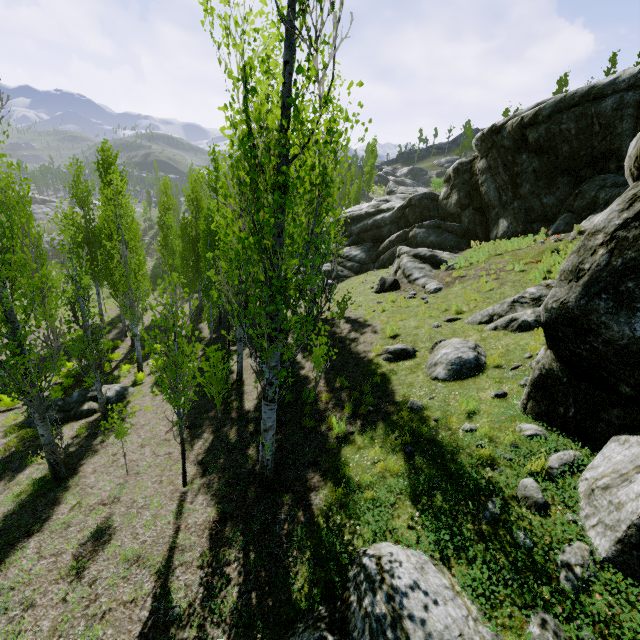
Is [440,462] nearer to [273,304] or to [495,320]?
[273,304]

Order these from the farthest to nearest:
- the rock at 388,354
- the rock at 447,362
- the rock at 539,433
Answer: the rock at 388,354
the rock at 447,362
the rock at 539,433

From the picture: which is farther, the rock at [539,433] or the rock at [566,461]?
the rock at [539,433]

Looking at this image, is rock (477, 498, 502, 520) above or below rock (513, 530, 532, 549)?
below

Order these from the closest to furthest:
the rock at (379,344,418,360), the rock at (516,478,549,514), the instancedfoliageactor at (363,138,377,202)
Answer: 1. the rock at (516,478,549,514)
2. the rock at (379,344,418,360)
3. the instancedfoliageactor at (363,138,377,202)

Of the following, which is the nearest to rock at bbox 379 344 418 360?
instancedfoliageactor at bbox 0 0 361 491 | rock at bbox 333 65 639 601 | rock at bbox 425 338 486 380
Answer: rock at bbox 425 338 486 380

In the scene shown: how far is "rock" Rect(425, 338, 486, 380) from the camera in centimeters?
825cm

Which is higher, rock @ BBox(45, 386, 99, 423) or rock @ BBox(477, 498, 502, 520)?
rock @ BBox(477, 498, 502, 520)
